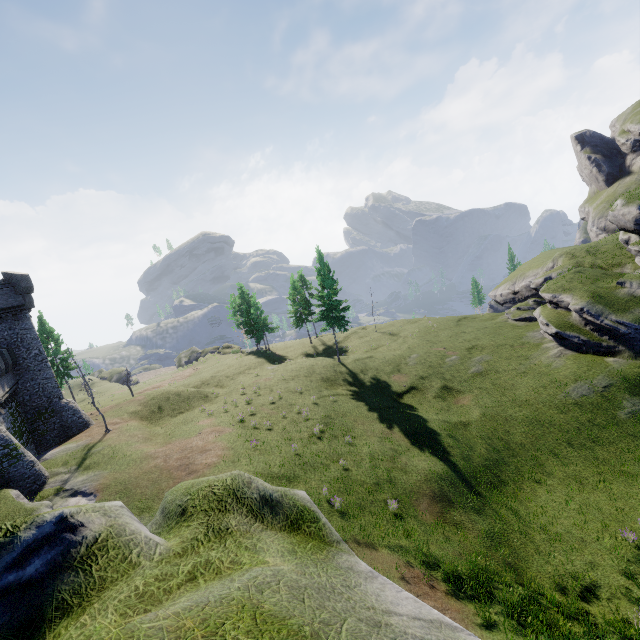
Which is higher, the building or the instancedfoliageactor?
the building

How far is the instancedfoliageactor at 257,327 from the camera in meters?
56.2

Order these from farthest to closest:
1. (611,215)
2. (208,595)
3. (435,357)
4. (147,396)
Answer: (435,357) < (147,396) < (611,215) < (208,595)

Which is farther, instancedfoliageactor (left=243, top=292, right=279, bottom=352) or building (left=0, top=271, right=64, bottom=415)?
instancedfoliageactor (left=243, top=292, right=279, bottom=352)

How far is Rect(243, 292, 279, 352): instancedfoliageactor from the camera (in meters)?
56.16

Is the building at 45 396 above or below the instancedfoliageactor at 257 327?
above
